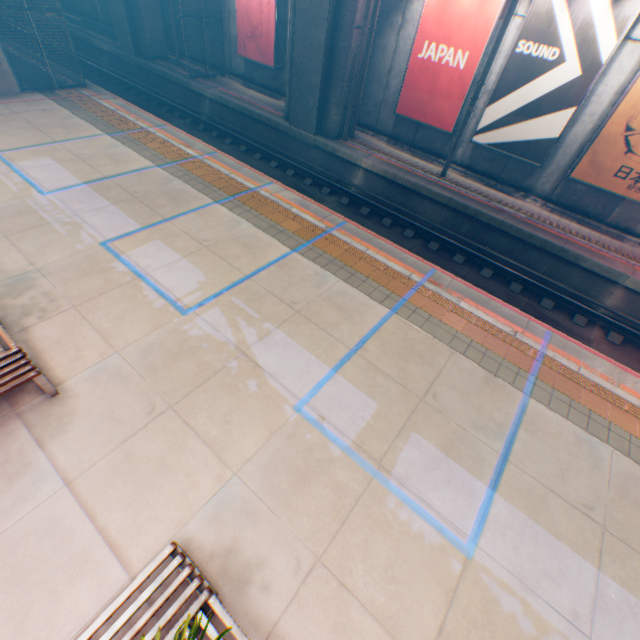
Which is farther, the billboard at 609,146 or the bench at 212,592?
the billboard at 609,146

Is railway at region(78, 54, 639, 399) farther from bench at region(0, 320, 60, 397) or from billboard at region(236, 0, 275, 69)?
bench at region(0, 320, 60, 397)

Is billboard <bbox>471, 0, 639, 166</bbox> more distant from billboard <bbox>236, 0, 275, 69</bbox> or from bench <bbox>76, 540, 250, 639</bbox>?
bench <bbox>76, 540, 250, 639</bbox>

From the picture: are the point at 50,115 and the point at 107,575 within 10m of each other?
no

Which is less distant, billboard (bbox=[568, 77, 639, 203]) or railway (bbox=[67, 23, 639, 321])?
billboard (bbox=[568, 77, 639, 203])

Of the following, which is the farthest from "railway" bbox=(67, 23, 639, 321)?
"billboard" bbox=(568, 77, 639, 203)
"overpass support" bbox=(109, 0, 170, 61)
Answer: "billboard" bbox=(568, 77, 639, 203)

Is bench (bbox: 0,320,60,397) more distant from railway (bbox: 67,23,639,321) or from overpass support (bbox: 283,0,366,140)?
overpass support (bbox: 283,0,366,140)

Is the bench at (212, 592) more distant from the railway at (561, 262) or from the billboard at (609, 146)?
the billboard at (609, 146)
